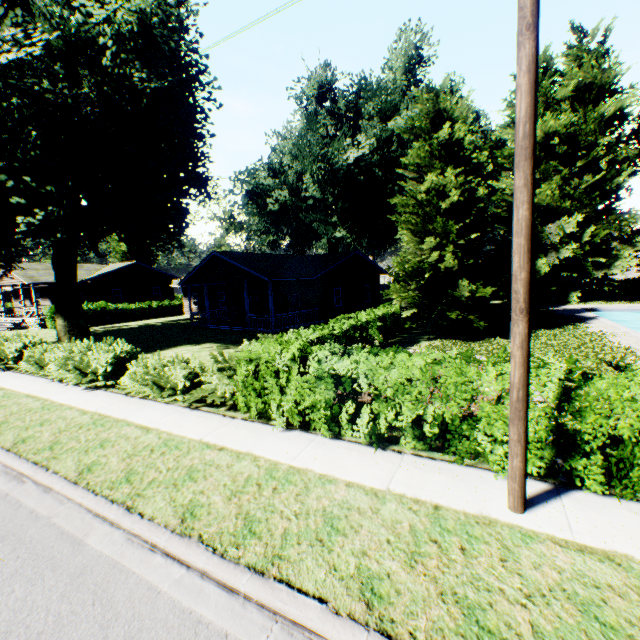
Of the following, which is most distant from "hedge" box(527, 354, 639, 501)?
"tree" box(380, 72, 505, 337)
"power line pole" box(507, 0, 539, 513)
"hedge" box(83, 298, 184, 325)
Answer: "hedge" box(83, 298, 184, 325)

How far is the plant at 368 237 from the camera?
29.3m

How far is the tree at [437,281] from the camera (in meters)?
14.72

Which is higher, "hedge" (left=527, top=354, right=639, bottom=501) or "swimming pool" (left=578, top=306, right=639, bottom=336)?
"hedge" (left=527, top=354, right=639, bottom=501)

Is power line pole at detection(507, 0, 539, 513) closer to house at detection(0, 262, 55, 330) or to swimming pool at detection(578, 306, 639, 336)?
swimming pool at detection(578, 306, 639, 336)

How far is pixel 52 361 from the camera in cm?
1259

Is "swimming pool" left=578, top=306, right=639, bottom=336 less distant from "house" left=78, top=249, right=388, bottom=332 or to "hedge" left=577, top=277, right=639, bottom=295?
"hedge" left=577, top=277, right=639, bottom=295

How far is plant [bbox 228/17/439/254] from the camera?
29.3m
